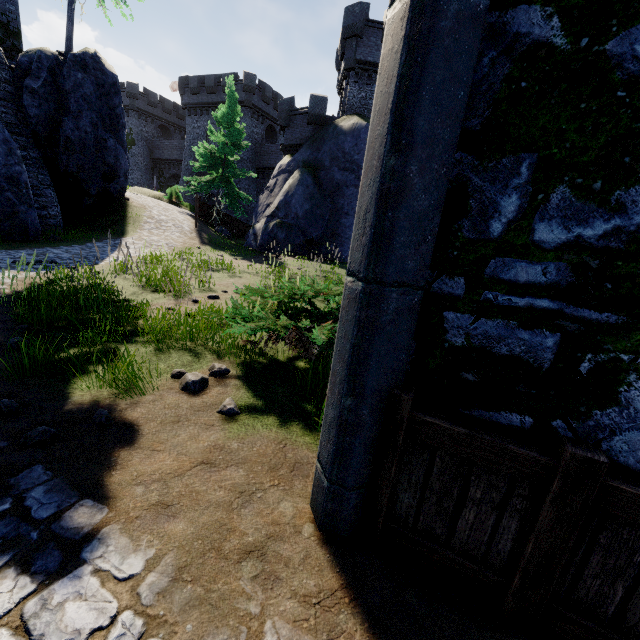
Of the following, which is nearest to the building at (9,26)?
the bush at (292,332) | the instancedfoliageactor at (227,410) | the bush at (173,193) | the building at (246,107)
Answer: the bush at (173,193)

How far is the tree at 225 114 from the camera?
23.7m

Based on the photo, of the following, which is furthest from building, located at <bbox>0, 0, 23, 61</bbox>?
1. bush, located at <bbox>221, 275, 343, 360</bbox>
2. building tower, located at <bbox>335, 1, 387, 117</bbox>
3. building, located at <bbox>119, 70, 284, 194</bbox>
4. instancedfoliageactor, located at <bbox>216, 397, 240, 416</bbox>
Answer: building, located at <bbox>119, 70, 284, 194</bbox>

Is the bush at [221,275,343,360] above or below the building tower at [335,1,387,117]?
below

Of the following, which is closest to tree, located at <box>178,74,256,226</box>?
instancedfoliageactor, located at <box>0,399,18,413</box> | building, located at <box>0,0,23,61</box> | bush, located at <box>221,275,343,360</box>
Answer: building, located at <box>0,0,23,61</box>

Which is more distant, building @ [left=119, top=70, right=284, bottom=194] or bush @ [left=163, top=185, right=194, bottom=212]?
building @ [left=119, top=70, right=284, bottom=194]

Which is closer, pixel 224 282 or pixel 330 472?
pixel 330 472

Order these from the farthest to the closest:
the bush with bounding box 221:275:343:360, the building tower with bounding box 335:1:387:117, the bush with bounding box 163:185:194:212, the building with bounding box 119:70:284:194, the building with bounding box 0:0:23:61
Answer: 1. the building with bounding box 119:70:284:194
2. the bush with bounding box 163:185:194:212
3. the building tower with bounding box 335:1:387:117
4. the building with bounding box 0:0:23:61
5. the bush with bounding box 221:275:343:360
